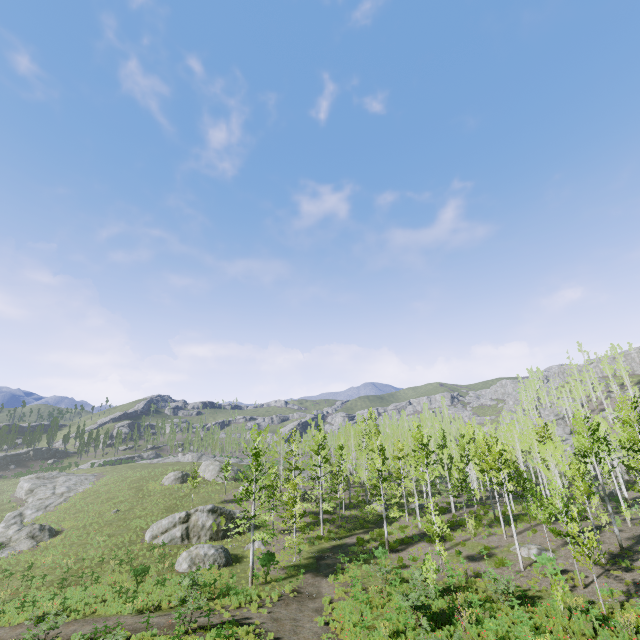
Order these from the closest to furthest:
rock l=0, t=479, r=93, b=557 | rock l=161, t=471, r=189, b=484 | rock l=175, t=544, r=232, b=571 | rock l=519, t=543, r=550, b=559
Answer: rock l=519, t=543, r=550, b=559 < rock l=175, t=544, r=232, b=571 < rock l=0, t=479, r=93, b=557 < rock l=161, t=471, r=189, b=484

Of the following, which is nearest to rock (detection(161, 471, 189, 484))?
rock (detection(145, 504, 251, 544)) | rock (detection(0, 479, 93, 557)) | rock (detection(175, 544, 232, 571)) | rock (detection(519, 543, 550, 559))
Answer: rock (detection(145, 504, 251, 544))

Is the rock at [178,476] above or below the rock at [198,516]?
above

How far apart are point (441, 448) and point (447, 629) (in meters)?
24.17

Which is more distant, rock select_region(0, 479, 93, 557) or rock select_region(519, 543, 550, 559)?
rock select_region(0, 479, 93, 557)

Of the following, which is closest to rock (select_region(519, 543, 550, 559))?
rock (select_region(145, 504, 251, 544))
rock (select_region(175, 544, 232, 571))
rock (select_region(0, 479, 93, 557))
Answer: rock (select_region(175, 544, 232, 571))

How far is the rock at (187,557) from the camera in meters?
25.8 m

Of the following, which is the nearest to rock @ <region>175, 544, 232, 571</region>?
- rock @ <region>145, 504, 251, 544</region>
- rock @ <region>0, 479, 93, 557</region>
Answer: → rock @ <region>145, 504, 251, 544</region>
